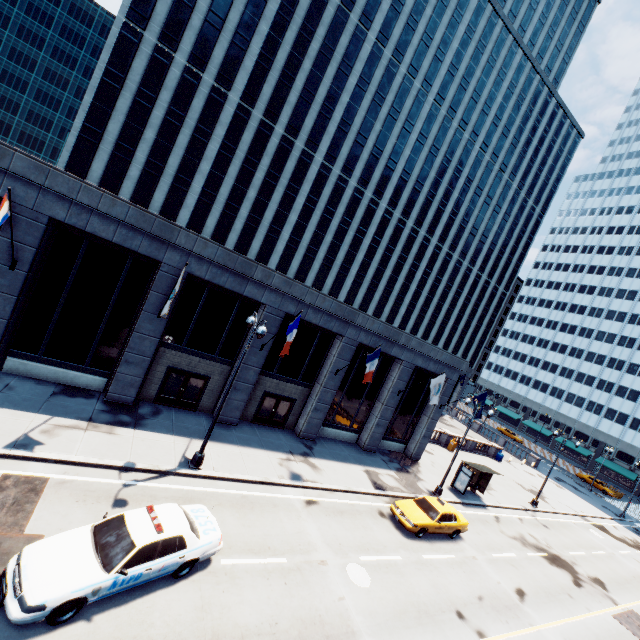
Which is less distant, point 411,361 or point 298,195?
point 411,361

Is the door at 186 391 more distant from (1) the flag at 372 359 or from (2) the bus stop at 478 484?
(2) the bus stop at 478 484

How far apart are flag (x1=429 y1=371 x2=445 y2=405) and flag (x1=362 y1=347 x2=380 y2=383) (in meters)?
5.98

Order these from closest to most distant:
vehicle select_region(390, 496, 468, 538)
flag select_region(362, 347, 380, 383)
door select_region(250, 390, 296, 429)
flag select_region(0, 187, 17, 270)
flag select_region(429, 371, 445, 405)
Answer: flag select_region(0, 187, 17, 270), vehicle select_region(390, 496, 468, 538), flag select_region(362, 347, 380, 383), door select_region(250, 390, 296, 429), flag select_region(429, 371, 445, 405)

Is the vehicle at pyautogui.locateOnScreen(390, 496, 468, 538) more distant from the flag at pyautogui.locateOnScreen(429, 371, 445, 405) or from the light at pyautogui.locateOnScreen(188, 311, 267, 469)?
the light at pyautogui.locateOnScreen(188, 311, 267, 469)

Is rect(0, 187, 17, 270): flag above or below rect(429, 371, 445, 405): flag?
above

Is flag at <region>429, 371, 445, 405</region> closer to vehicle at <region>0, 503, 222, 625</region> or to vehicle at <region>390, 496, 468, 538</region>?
vehicle at <region>390, 496, 468, 538</region>

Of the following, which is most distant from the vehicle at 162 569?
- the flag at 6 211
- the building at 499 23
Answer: the flag at 6 211
